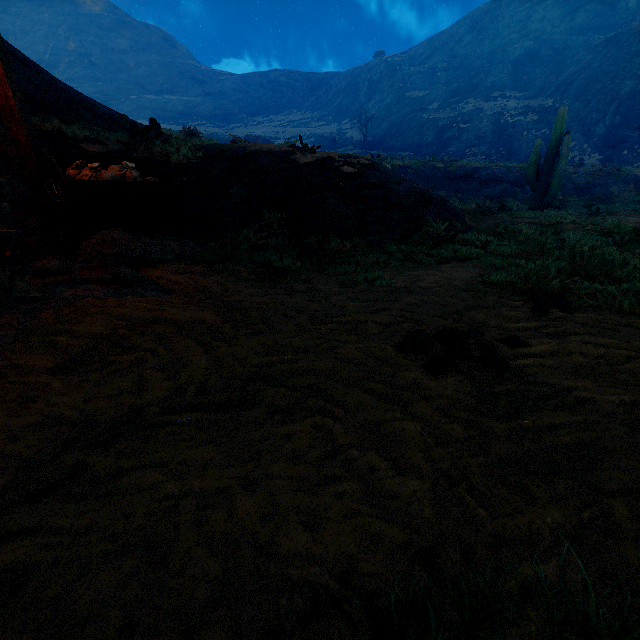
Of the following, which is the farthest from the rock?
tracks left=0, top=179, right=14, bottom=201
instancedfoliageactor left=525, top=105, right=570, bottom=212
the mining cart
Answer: instancedfoliageactor left=525, top=105, right=570, bottom=212

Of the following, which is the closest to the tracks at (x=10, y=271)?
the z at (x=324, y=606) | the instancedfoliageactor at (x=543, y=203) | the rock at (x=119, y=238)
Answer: the z at (x=324, y=606)

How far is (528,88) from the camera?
51.5m

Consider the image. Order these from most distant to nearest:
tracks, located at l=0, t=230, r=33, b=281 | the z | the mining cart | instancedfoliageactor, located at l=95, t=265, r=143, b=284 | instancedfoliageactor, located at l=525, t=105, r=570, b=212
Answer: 1. instancedfoliageactor, located at l=525, t=105, r=570, b=212
2. the mining cart
3. instancedfoliageactor, located at l=95, t=265, r=143, b=284
4. tracks, located at l=0, t=230, r=33, b=281
5. the z

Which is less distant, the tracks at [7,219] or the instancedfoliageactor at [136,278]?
the tracks at [7,219]

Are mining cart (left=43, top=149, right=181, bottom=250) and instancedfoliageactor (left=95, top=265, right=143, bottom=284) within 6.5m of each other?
yes

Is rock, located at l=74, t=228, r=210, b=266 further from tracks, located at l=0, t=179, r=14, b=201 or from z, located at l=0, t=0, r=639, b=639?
tracks, located at l=0, t=179, r=14, b=201

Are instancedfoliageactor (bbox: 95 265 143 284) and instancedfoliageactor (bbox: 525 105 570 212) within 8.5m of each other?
no
